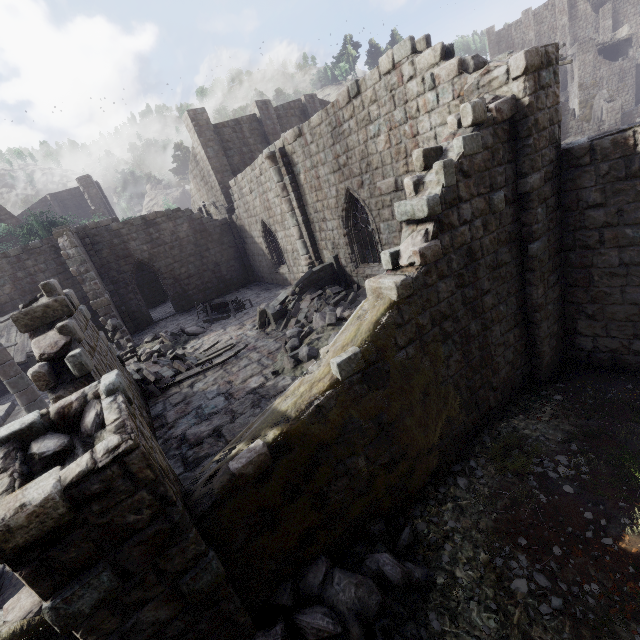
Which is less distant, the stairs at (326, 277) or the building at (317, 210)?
the building at (317, 210)

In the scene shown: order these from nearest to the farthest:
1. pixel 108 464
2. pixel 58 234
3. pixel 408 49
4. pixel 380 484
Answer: pixel 108 464
pixel 380 484
pixel 408 49
pixel 58 234

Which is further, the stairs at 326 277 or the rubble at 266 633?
the stairs at 326 277

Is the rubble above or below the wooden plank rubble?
below

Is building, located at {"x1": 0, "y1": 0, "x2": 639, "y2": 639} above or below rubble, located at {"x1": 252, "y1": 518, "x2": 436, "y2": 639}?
above

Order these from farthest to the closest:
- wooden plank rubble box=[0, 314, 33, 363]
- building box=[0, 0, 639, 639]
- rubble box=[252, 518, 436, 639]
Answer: wooden plank rubble box=[0, 314, 33, 363], rubble box=[252, 518, 436, 639], building box=[0, 0, 639, 639]

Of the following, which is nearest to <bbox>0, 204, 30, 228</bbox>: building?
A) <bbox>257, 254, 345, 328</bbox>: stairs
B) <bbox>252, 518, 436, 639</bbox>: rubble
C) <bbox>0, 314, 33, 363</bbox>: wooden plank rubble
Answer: <bbox>252, 518, 436, 639</bbox>: rubble
